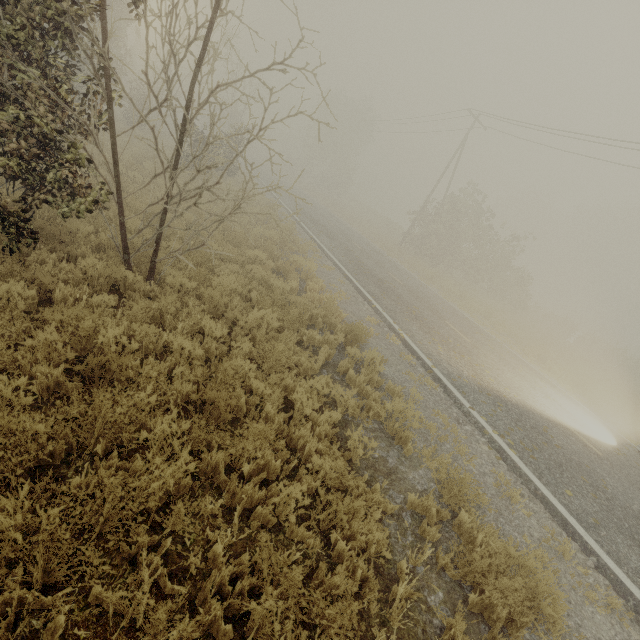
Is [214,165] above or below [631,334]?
above
